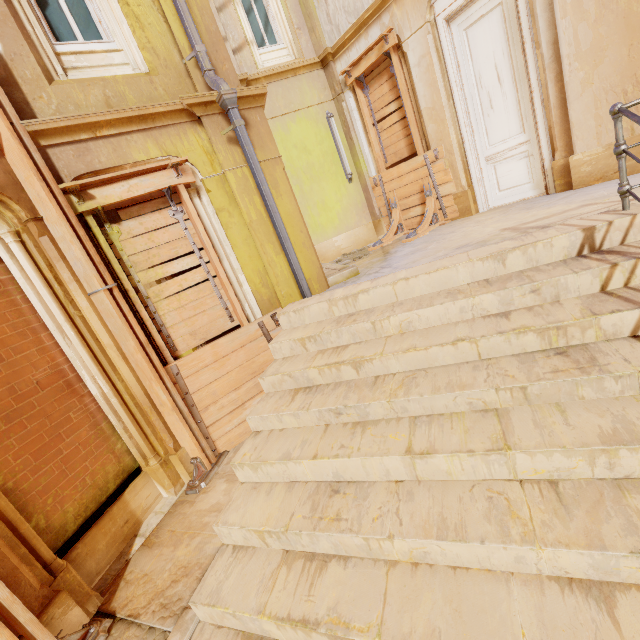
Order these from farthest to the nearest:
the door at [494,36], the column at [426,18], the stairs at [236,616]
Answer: the column at [426,18], the door at [494,36], the stairs at [236,616]

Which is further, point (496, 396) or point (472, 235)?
point (472, 235)

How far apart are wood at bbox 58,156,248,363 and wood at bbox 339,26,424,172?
5.3m

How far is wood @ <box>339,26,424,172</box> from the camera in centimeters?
697cm

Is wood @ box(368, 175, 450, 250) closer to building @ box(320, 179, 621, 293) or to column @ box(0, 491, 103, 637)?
building @ box(320, 179, 621, 293)

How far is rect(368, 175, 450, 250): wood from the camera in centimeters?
726cm

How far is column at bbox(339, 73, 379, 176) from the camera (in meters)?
8.02

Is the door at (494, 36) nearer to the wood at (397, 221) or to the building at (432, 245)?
the building at (432, 245)
